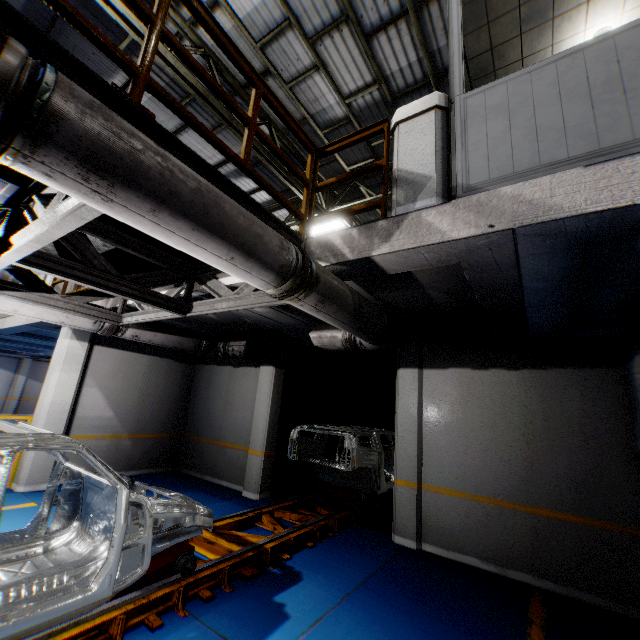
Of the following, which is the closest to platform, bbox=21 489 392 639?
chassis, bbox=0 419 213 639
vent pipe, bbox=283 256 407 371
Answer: chassis, bbox=0 419 213 639

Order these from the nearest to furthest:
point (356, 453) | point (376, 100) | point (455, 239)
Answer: point (455, 239) < point (356, 453) < point (376, 100)

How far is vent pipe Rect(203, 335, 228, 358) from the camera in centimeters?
756cm

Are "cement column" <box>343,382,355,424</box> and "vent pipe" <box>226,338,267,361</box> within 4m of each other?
no

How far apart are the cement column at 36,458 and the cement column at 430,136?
8.04m

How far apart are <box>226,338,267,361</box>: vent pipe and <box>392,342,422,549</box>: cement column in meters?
3.0

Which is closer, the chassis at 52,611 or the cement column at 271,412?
the chassis at 52,611

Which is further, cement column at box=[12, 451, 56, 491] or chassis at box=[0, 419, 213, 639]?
cement column at box=[12, 451, 56, 491]
